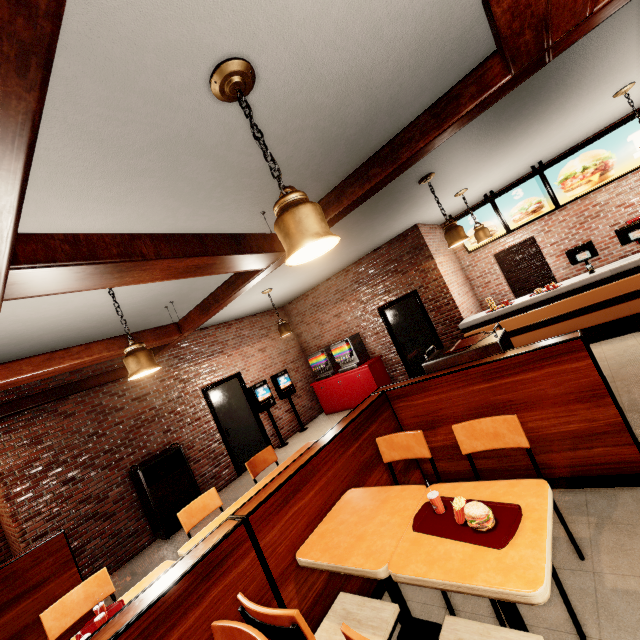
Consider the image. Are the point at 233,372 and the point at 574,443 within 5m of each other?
no
